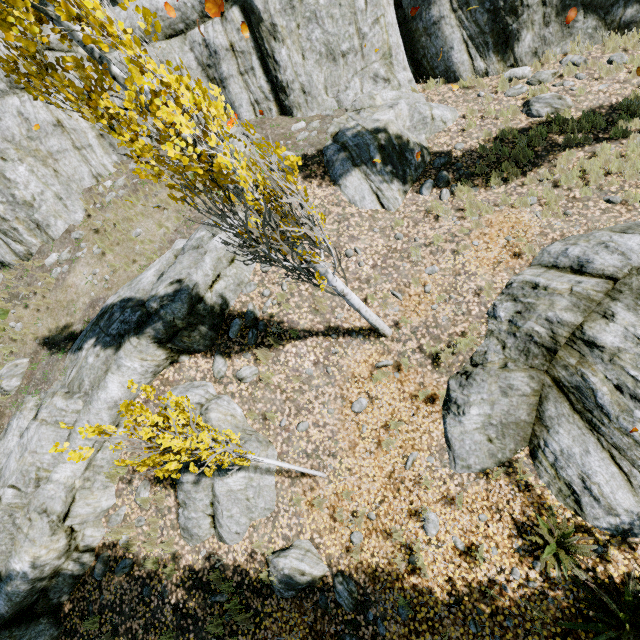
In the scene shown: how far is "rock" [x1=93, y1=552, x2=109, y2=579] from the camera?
7.5 meters

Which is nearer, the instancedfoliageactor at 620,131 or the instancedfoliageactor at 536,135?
the instancedfoliageactor at 620,131

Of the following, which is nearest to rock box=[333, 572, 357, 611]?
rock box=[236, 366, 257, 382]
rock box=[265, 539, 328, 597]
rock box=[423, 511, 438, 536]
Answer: rock box=[265, 539, 328, 597]

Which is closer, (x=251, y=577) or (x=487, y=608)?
(x=487, y=608)

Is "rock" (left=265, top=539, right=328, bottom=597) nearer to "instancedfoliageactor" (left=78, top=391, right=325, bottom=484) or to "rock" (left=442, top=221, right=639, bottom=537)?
"rock" (left=442, top=221, right=639, bottom=537)

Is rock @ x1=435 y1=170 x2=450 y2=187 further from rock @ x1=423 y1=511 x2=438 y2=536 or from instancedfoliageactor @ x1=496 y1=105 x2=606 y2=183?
rock @ x1=423 y1=511 x2=438 y2=536

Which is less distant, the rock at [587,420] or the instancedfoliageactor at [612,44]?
the rock at [587,420]

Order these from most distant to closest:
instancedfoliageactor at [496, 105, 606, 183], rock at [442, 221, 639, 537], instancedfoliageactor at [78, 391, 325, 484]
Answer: instancedfoliageactor at [496, 105, 606, 183] < rock at [442, 221, 639, 537] < instancedfoliageactor at [78, 391, 325, 484]
